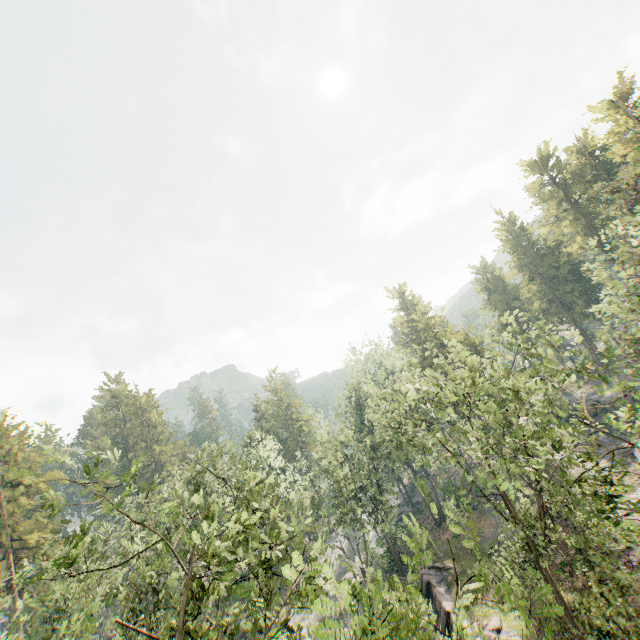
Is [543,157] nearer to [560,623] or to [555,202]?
[555,202]

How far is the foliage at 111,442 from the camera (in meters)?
10.76

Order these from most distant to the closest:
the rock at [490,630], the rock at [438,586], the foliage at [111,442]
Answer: the rock at [438,586] → the rock at [490,630] → the foliage at [111,442]

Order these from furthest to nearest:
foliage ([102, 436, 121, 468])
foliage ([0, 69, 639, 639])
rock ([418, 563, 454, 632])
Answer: rock ([418, 563, 454, 632]) < foliage ([102, 436, 121, 468]) < foliage ([0, 69, 639, 639])

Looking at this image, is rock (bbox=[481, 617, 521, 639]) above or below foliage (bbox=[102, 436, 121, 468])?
below

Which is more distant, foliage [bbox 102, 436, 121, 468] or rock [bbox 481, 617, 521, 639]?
rock [bbox 481, 617, 521, 639]
